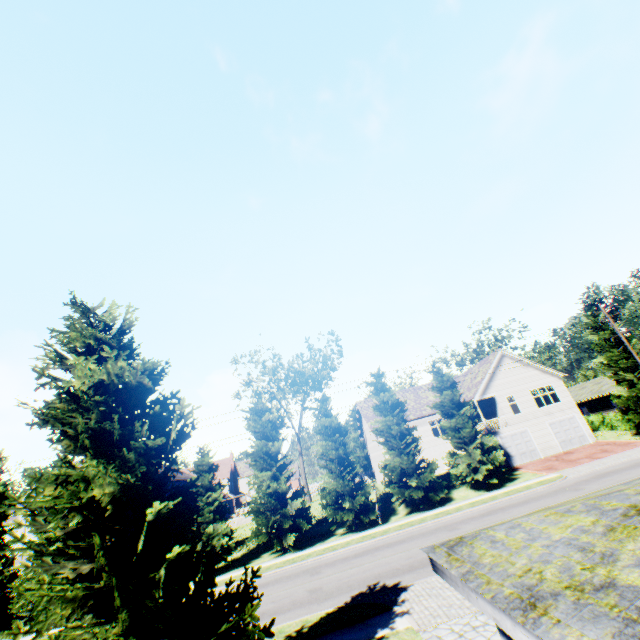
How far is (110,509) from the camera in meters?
6.5 m

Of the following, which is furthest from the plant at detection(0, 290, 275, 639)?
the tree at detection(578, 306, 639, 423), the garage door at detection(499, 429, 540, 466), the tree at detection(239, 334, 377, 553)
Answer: the garage door at detection(499, 429, 540, 466)

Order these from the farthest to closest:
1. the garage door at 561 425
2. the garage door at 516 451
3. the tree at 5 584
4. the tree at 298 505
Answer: the garage door at 561 425
the garage door at 516 451
the tree at 298 505
the tree at 5 584

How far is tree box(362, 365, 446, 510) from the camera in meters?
25.0

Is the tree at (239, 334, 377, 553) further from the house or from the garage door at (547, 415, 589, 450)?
the house

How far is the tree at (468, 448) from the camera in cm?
2577

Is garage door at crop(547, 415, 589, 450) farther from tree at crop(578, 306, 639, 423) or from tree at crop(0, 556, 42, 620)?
tree at crop(578, 306, 639, 423)

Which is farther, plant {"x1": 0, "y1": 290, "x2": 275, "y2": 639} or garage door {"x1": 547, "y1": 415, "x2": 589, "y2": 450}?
garage door {"x1": 547, "y1": 415, "x2": 589, "y2": 450}
